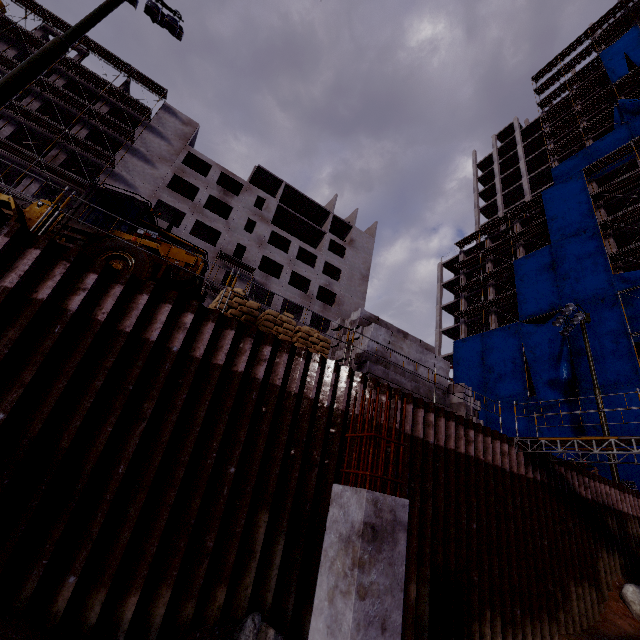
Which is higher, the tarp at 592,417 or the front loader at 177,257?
the tarp at 592,417

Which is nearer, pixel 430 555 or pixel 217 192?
pixel 430 555

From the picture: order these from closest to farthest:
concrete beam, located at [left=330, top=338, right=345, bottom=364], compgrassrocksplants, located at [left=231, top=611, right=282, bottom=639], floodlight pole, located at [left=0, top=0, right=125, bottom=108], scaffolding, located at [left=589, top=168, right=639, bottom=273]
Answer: compgrassrocksplants, located at [left=231, top=611, right=282, bottom=639], floodlight pole, located at [left=0, top=0, right=125, bottom=108], concrete beam, located at [left=330, top=338, right=345, bottom=364], scaffolding, located at [left=589, top=168, right=639, bottom=273]

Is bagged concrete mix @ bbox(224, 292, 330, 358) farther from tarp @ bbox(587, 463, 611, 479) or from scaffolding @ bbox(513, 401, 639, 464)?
tarp @ bbox(587, 463, 611, 479)

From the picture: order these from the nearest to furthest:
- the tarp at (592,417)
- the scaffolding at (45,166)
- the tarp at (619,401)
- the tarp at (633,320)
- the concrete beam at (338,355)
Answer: the scaffolding at (45,166) < the concrete beam at (338,355) < the tarp at (619,401) < the tarp at (592,417) < the tarp at (633,320)

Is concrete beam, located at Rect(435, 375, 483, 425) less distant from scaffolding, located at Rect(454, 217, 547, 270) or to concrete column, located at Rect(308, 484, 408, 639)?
concrete column, located at Rect(308, 484, 408, 639)

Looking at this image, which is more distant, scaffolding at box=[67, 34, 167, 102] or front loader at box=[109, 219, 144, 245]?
scaffolding at box=[67, 34, 167, 102]

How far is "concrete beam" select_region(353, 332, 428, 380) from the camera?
10.9m
